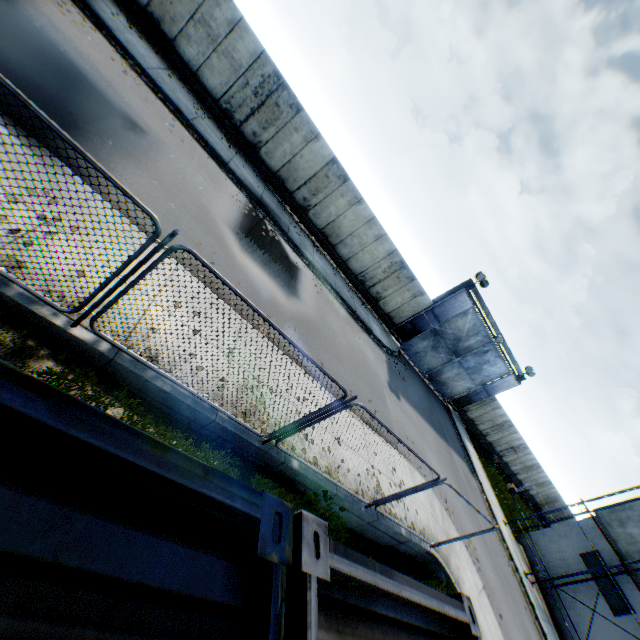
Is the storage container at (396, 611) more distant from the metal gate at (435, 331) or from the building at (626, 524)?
the building at (626, 524)

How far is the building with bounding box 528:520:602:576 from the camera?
19.71m

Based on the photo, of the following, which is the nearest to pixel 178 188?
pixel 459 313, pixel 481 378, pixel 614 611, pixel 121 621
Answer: pixel 121 621

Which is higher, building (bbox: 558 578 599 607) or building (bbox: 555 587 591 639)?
building (bbox: 558 578 599 607)

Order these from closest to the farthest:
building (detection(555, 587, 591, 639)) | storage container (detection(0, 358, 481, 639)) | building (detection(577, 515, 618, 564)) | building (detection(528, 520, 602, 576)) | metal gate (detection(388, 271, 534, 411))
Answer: storage container (detection(0, 358, 481, 639)) → building (detection(555, 587, 591, 639)) → building (detection(577, 515, 618, 564)) → building (detection(528, 520, 602, 576)) → metal gate (detection(388, 271, 534, 411))

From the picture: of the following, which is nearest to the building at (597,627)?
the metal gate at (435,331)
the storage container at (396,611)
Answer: the metal gate at (435,331)

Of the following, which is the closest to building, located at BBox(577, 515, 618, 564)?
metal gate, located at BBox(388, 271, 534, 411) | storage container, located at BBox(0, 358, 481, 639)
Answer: metal gate, located at BBox(388, 271, 534, 411)
